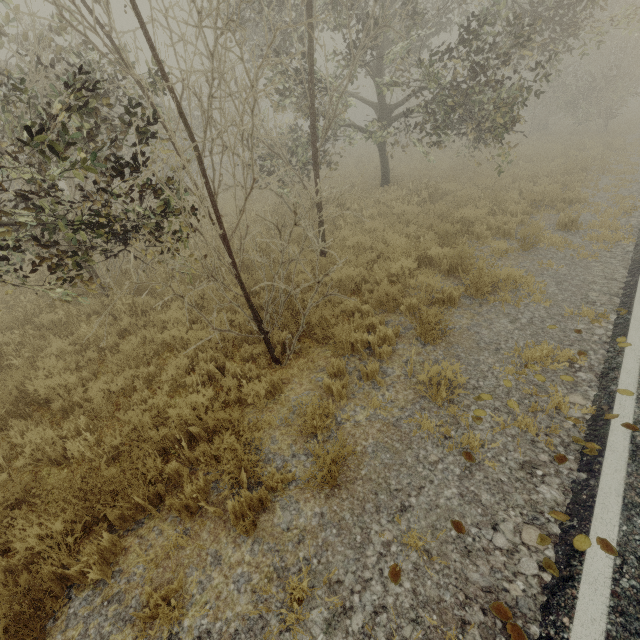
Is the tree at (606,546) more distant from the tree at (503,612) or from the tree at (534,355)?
the tree at (534,355)

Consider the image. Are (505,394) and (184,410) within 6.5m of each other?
yes

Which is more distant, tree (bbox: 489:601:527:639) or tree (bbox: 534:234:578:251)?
tree (bbox: 534:234:578:251)

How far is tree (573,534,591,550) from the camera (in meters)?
2.63

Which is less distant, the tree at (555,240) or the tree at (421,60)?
the tree at (421,60)

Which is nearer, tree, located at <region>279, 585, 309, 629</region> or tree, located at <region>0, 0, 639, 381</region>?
tree, located at <region>279, 585, 309, 629</region>

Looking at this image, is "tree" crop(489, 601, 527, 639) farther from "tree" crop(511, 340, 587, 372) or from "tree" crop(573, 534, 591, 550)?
"tree" crop(511, 340, 587, 372)
